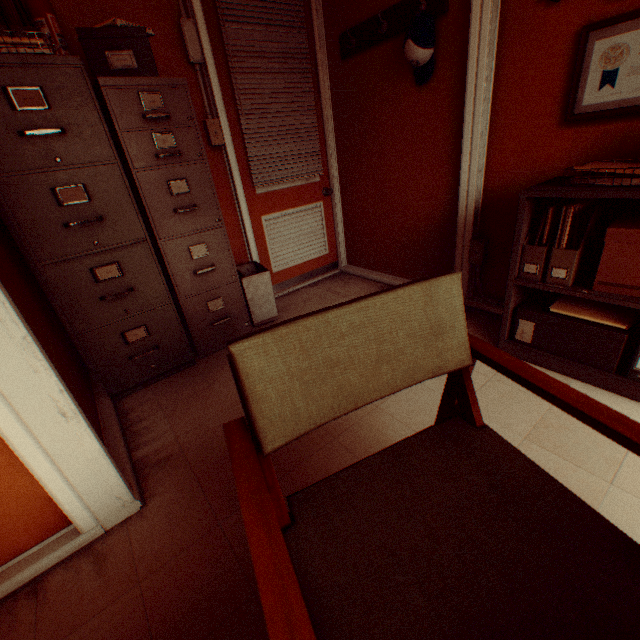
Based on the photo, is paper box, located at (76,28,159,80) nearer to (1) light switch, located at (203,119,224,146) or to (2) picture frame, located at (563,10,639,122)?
(1) light switch, located at (203,119,224,146)

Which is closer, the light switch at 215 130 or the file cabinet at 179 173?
the file cabinet at 179 173

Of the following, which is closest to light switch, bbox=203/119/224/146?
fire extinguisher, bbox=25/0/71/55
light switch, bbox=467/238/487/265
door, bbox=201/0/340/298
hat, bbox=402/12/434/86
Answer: door, bbox=201/0/340/298

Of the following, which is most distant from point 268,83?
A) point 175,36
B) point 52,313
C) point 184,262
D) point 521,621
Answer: point 521,621

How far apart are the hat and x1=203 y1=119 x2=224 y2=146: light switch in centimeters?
154cm

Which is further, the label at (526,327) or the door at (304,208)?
the door at (304,208)

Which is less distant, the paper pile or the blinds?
the paper pile

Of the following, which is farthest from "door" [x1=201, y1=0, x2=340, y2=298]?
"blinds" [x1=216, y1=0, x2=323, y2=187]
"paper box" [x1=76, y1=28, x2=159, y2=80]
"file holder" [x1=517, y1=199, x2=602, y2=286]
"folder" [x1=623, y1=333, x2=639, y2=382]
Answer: "folder" [x1=623, y1=333, x2=639, y2=382]
